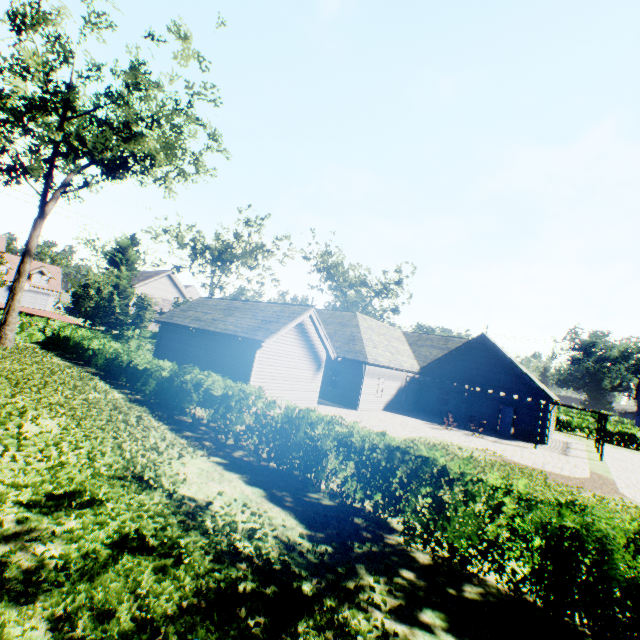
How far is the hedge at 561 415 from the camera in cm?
3603

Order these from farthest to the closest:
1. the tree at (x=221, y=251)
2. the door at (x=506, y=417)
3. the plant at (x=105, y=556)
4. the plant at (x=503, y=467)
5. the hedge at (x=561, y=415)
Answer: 1. the hedge at (x=561, y=415)
2. the tree at (x=221, y=251)
3. the door at (x=506, y=417)
4. the plant at (x=503, y=467)
5. the plant at (x=105, y=556)

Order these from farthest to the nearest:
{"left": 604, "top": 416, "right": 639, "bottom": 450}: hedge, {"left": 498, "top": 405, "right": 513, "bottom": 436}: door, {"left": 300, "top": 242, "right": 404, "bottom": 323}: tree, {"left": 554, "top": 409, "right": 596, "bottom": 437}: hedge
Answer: {"left": 300, "top": 242, "right": 404, "bottom": 323}: tree → {"left": 554, "top": 409, "right": 596, "bottom": 437}: hedge → {"left": 604, "top": 416, "right": 639, "bottom": 450}: hedge → {"left": 498, "top": 405, "right": 513, "bottom": 436}: door

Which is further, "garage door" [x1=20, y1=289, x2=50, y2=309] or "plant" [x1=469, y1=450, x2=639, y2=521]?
"garage door" [x1=20, y1=289, x2=50, y2=309]

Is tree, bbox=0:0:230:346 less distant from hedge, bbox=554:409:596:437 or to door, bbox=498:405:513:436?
hedge, bbox=554:409:596:437

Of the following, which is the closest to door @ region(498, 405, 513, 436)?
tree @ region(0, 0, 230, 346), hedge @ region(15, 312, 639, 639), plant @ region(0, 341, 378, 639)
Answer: plant @ region(0, 341, 378, 639)

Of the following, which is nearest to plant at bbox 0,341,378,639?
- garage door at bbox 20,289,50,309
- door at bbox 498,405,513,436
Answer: door at bbox 498,405,513,436

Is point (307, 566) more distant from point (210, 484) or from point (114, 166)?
point (114, 166)
